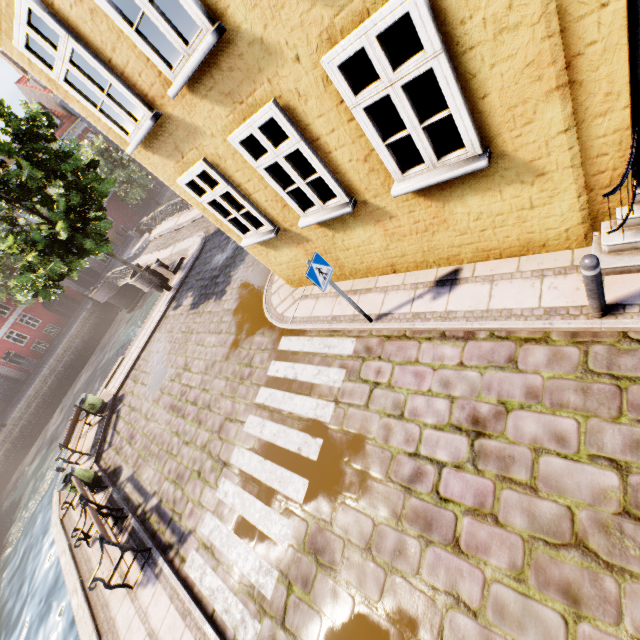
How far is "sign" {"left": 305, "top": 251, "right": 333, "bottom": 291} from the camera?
5.2 meters

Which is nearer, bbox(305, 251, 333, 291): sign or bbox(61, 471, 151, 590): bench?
bbox(305, 251, 333, 291): sign

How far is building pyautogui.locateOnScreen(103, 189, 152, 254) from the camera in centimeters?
4003cm

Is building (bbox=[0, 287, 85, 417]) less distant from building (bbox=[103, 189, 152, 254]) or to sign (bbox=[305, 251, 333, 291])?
building (bbox=[103, 189, 152, 254])

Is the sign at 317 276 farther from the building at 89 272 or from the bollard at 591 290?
the building at 89 272

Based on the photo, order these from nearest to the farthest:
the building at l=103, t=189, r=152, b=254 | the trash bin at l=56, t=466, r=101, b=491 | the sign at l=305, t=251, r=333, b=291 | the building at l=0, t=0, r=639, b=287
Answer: the building at l=0, t=0, r=639, b=287 → the sign at l=305, t=251, r=333, b=291 → the trash bin at l=56, t=466, r=101, b=491 → the building at l=103, t=189, r=152, b=254

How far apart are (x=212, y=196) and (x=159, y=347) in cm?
951

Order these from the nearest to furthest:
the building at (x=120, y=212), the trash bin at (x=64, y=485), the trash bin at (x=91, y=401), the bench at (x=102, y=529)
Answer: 1. the bench at (x=102, y=529)
2. the trash bin at (x=64, y=485)
3. the trash bin at (x=91, y=401)
4. the building at (x=120, y=212)
